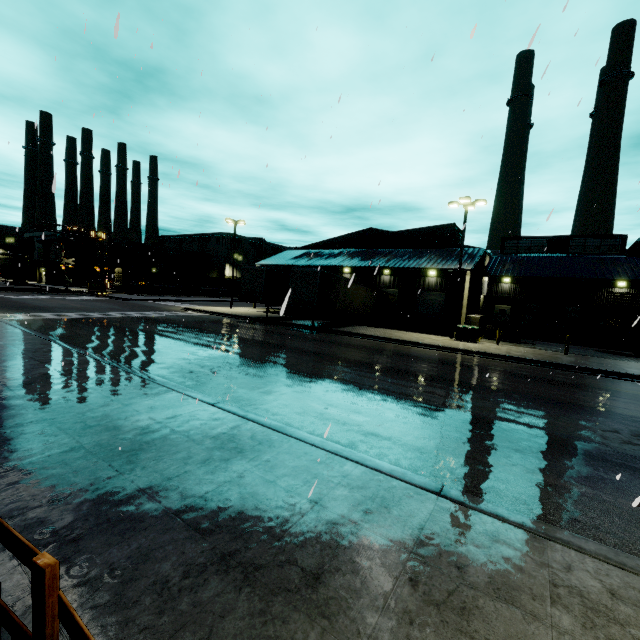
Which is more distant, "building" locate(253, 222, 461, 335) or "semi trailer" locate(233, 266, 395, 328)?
"building" locate(253, 222, 461, 335)

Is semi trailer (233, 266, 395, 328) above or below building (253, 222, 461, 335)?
below

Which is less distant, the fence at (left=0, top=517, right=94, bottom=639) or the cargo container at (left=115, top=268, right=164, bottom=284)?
the fence at (left=0, top=517, right=94, bottom=639)

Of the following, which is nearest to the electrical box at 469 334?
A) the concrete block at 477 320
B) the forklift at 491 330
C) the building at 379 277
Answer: the concrete block at 477 320

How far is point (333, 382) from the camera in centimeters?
1083cm

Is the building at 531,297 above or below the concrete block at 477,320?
above

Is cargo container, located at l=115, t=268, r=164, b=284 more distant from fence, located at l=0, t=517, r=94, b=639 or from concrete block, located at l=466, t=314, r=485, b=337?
fence, located at l=0, t=517, r=94, b=639

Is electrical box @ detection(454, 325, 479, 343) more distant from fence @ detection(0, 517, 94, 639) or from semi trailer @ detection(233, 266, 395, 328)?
fence @ detection(0, 517, 94, 639)
